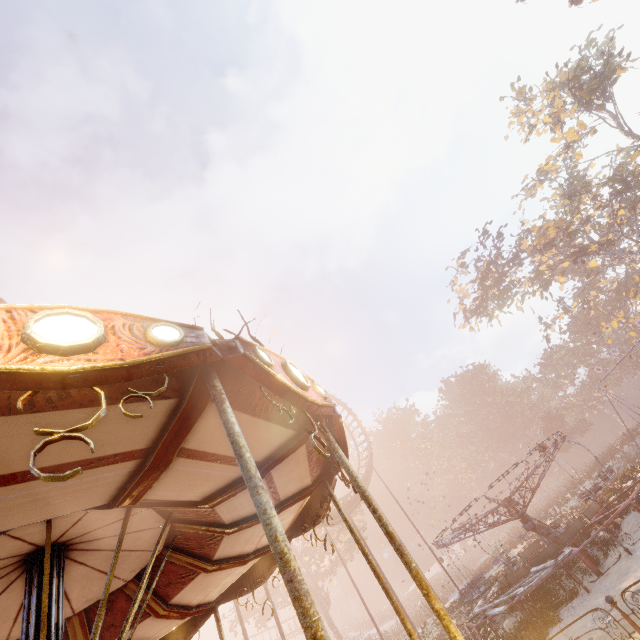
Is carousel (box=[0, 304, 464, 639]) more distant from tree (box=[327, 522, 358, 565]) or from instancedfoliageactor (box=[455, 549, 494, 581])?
instancedfoliageactor (box=[455, 549, 494, 581])

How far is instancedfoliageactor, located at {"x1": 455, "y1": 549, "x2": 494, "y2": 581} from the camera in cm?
3141

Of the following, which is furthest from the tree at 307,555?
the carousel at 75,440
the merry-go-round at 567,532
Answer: the carousel at 75,440

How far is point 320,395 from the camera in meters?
3.8 m

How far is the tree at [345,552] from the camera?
32.8m

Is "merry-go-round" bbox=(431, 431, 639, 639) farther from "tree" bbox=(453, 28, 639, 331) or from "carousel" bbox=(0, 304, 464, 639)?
"tree" bbox=(453, 28, 639, 331)

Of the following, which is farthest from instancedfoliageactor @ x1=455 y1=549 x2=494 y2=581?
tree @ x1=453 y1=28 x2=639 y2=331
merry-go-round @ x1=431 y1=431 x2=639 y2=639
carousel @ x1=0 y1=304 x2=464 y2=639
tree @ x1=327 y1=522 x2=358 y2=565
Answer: carousel @ x1=0 y1=304 x2=464 y2=639

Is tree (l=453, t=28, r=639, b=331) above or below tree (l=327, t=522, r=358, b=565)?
above
